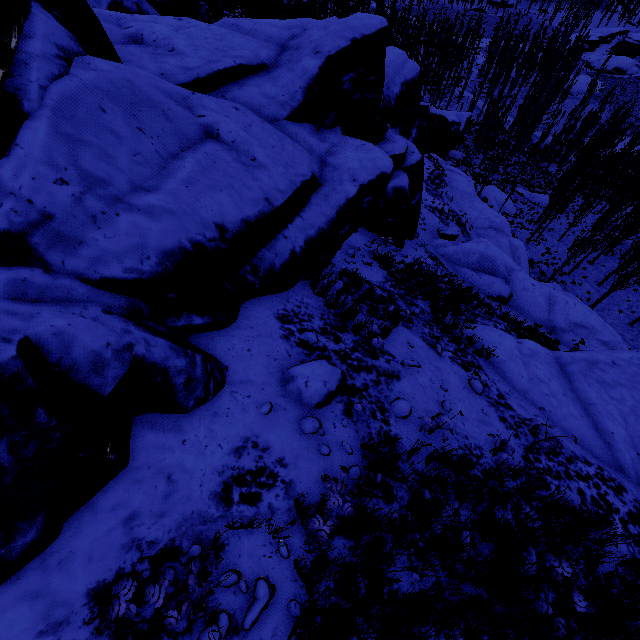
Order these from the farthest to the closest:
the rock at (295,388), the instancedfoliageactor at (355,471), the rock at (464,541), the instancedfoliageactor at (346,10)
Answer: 1. the instancedfoliageactor at (346,10)
2. the rock at (295,388)
3. the rock at (464,541)
4. the instancedfoliageactor at (355,471)

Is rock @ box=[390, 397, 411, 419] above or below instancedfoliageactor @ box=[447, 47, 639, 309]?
above

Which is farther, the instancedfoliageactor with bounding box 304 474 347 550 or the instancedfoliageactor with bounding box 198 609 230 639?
the instancedfoliageactor with bounding box 304 474 347 550

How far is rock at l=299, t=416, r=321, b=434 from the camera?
4.72m

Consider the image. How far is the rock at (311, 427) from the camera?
4.7m

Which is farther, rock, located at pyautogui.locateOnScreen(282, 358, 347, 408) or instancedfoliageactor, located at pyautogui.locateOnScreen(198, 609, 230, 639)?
rock, located at pyautogui.locateOnScreen(282, 358, 347, 408)

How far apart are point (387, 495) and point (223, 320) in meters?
3.7
